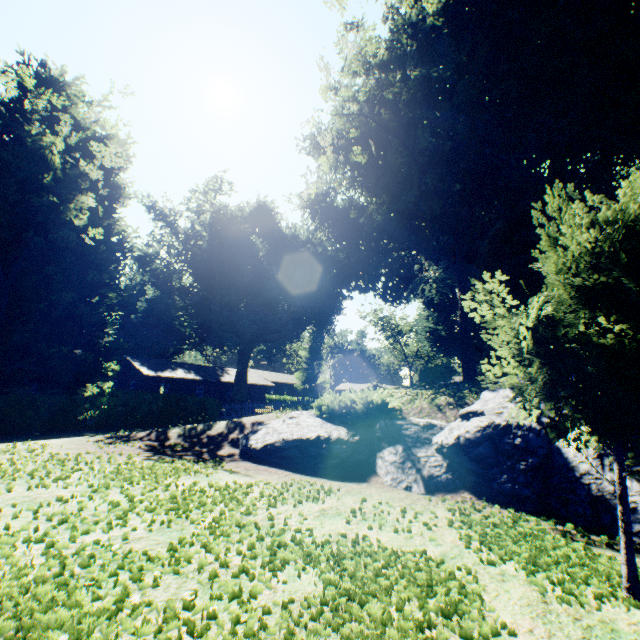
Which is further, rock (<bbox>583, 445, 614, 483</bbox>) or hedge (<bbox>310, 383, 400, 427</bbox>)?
hedge (<bbox>310, 383, 400, 427</bbox>)

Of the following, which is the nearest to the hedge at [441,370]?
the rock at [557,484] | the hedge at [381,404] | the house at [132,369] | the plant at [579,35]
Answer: the plant at [579,35]

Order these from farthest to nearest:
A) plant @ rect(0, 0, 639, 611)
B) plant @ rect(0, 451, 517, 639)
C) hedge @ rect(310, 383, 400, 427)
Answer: hedge @ rect(310, 383, 400, 427) < plant @ rect(0, 0, 639, 611) < plant @ rect(0, 451, 517, 639)

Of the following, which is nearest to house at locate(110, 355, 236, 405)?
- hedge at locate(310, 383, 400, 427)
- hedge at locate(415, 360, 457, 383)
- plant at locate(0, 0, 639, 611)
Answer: plant at locate(0, 0, 639, 611)

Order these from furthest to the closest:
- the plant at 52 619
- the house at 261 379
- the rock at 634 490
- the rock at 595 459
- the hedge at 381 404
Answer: the house at 261 379, the hedge at 381 404, the rock at 595 459, the rock at 634 490, the plant at 52 619

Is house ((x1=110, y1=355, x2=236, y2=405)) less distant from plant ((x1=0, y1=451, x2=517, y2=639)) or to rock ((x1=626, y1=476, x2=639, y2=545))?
plant ((x1=0, y1=451, x2=517, y2=639))

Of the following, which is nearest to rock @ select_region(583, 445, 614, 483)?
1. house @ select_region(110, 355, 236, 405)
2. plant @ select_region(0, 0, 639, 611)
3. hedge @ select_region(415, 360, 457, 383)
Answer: plant @ select_region(0, 0, 639, 611)

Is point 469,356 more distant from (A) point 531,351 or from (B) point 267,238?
(B) point 267,238
